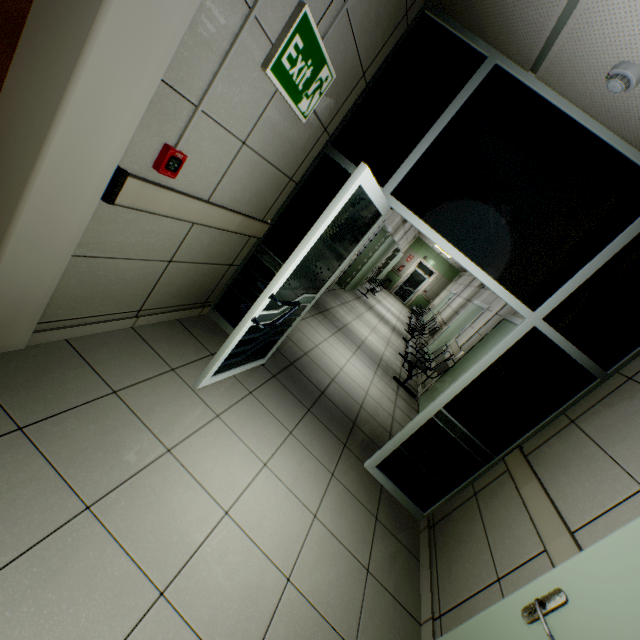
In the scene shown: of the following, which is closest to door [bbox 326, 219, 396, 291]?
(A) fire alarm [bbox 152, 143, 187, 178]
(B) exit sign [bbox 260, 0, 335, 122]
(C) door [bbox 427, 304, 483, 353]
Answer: (C) door [bbox 427, 304, 483, 353]

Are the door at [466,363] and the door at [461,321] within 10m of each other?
yes

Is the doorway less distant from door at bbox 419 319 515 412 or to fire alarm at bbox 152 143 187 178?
fire alarm at bbox 152 143 187 178

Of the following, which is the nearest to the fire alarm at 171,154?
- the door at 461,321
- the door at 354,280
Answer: the door at 354,280

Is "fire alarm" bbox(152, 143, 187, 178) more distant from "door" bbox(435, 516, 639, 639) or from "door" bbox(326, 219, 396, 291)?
"door" bbox(326, 219, 396, 291)

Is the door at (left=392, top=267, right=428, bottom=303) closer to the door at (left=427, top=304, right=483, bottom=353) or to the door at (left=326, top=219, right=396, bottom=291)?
the door at (left=326, top=219, right=396, bottom=291)

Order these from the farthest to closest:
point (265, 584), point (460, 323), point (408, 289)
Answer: point (408, 289), point (460, 323), point (265, 584)

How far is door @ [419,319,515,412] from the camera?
5.1m
